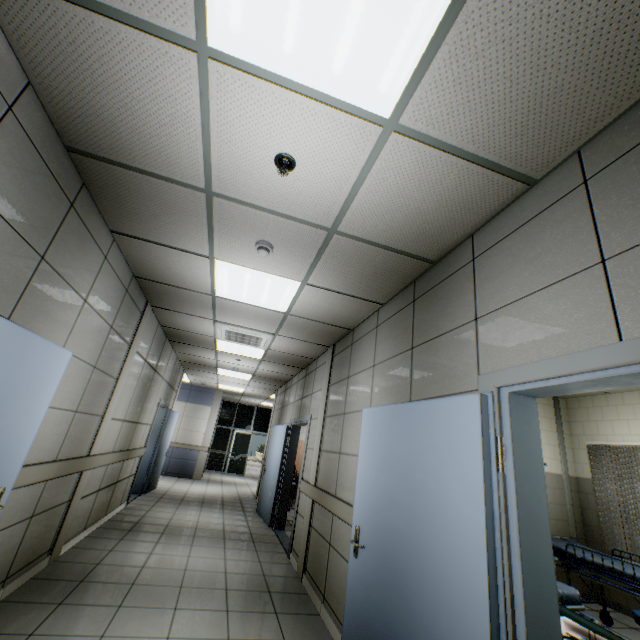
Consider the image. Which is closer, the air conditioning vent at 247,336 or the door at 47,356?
the door at 47,356

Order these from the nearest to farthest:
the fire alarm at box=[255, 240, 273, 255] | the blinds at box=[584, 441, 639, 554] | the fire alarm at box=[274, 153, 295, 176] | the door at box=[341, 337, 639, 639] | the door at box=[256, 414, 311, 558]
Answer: the door at box=[341, 337, 639, 639] < the fire alarm at box=[274, 153, 295, 176] < the fire alarm at box=[255, 240, 273, 255] < the blinds at box=[584, 441, 639, 554] < the door at box=[256, 414, 311, 558]

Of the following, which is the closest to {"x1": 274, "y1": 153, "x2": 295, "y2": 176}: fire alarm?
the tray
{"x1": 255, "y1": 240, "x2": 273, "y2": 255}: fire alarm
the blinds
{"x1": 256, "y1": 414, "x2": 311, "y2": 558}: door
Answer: {"x1": 255, "y1": 240, "x2": 273, "y2": 255}: fire alarm

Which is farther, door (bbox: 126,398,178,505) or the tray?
door (bbox: 126,398,178,505)

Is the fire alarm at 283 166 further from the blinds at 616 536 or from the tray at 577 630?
the blinds at 616 536

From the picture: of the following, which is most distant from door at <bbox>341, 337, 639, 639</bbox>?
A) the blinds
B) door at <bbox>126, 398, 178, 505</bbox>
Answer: door at <bbox>126, 398, 178, 505</bbox>

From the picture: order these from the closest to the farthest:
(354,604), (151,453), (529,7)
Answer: (529,7) → (354,604) → (151,453)

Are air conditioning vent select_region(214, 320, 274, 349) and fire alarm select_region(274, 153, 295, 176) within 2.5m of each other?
no
